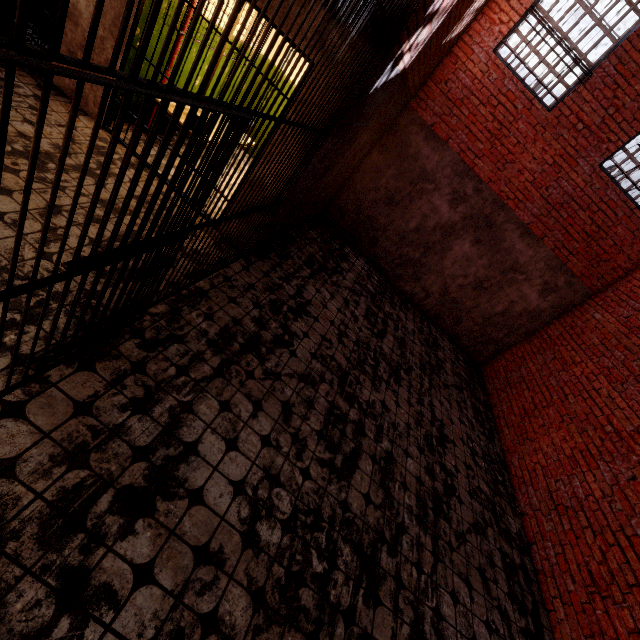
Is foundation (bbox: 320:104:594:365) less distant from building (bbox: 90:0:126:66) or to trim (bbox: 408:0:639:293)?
trim (bbox: 408:0:639:293)

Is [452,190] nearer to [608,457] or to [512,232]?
[512,232]

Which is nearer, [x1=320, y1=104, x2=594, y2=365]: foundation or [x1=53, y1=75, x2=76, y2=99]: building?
[x1=53, y1=75, x2=76, y2=99]: building

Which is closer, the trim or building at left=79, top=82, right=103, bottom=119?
building at left=79, top=82, right=103, bottom=119

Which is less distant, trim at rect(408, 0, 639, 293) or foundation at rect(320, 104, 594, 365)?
trim at rect(408, 0, 639, 293)

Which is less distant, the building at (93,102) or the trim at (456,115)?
the building at (93,102)

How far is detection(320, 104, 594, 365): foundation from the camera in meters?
7.0

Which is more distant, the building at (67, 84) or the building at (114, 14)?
the building at (67, 84)
